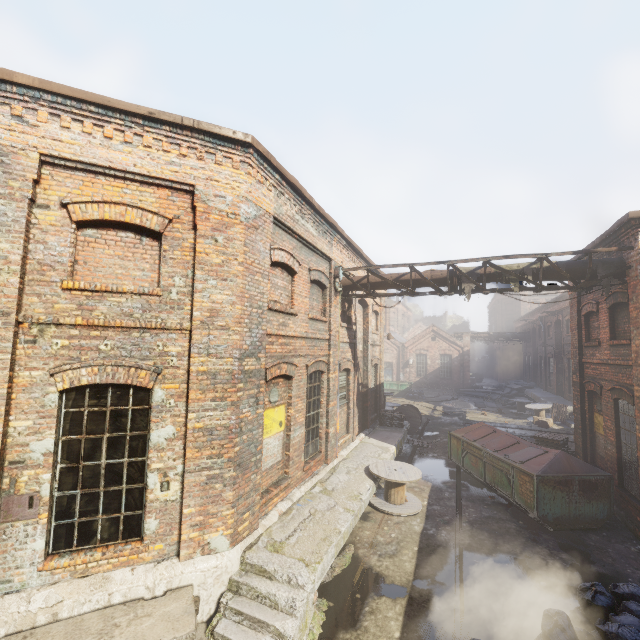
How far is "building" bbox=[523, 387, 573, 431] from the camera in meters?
19.4

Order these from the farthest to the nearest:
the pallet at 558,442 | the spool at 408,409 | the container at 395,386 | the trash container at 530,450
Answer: the container at 395,386 < the spool at 408,409 < the pallet at 558,442 < the trash container at 530,450

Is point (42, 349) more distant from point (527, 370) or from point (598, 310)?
point (527, 370)

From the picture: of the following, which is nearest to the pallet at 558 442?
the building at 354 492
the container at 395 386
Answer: the building at 354 492

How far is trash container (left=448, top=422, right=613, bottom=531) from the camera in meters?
8.3 m

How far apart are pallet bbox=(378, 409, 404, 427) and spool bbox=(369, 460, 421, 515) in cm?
510

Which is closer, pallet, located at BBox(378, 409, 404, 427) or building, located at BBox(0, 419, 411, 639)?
building, located at BBox(0, 419, 411, 639)

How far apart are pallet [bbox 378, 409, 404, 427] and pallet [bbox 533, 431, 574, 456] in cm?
516
